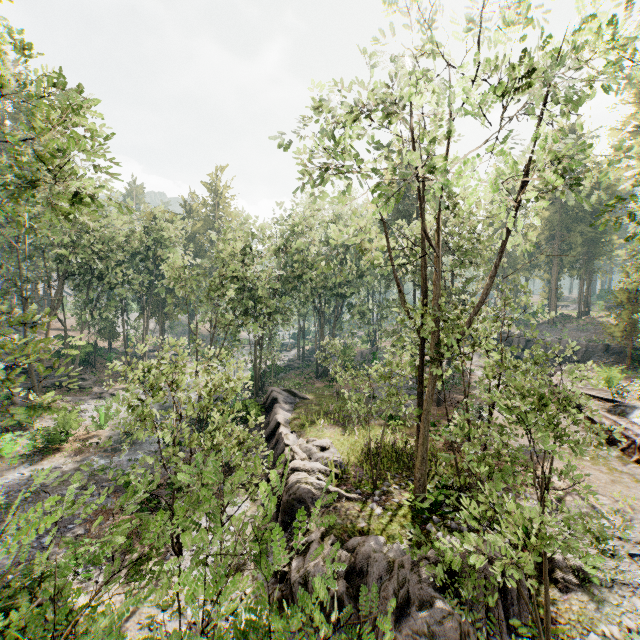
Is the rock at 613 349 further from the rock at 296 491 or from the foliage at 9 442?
the rock at 296 491

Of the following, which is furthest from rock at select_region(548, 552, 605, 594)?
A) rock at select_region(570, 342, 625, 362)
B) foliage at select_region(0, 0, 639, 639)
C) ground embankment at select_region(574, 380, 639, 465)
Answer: rock at select_region(570, 342, 625, 362)

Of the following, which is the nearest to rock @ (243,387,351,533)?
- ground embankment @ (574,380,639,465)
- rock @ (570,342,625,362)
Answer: ground embankment @ (574,380,639,465)

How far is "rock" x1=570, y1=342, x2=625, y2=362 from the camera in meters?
34.0 m

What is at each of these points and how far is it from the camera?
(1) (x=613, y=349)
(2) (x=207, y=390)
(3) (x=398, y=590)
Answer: (1) rock, 34.7 meters
(2) foliage, 12.2 meters
(3) rock, 9.1 meters

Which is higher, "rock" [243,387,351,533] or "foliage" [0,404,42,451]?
"rock" [243,387,351,533]

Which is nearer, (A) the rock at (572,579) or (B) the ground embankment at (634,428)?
(A) the rock at (572,579)

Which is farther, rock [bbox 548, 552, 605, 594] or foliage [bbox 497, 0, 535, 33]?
rock [bbox 548, 552, 605, 594]
